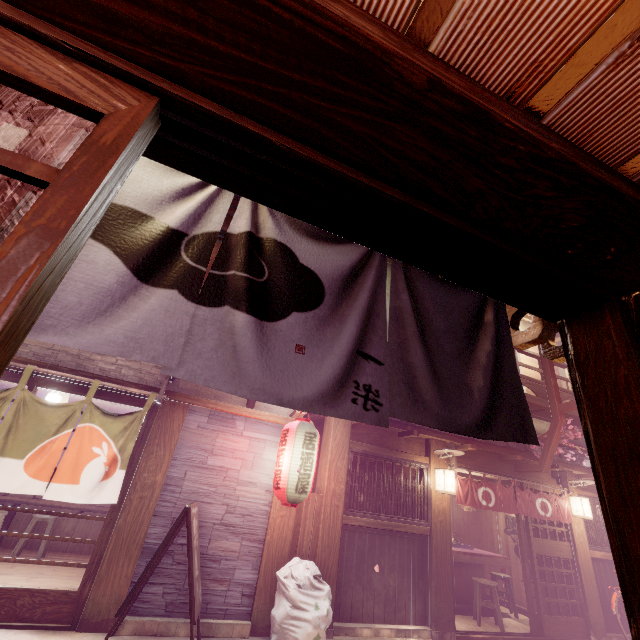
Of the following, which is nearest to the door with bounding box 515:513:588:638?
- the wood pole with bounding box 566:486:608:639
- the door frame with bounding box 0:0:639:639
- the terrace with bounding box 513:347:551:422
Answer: the wood pole with bounding box 566:486:608:639

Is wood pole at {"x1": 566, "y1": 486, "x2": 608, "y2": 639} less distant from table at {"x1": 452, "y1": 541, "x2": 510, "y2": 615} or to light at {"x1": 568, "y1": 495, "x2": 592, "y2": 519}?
light at {"x1": 568, "y1": 495, "x2": 592, "y2": 519}

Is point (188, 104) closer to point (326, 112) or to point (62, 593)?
point (326, 112)

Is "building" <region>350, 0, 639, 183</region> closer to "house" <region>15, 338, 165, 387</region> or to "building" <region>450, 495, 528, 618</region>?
"house" <region>15, 338, 165, 387</region>

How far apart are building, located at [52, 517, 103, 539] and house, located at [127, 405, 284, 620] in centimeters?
746cm

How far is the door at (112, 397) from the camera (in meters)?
9.02

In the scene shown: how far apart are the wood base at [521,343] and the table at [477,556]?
14.2 meters

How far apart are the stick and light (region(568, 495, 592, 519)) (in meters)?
11.51
